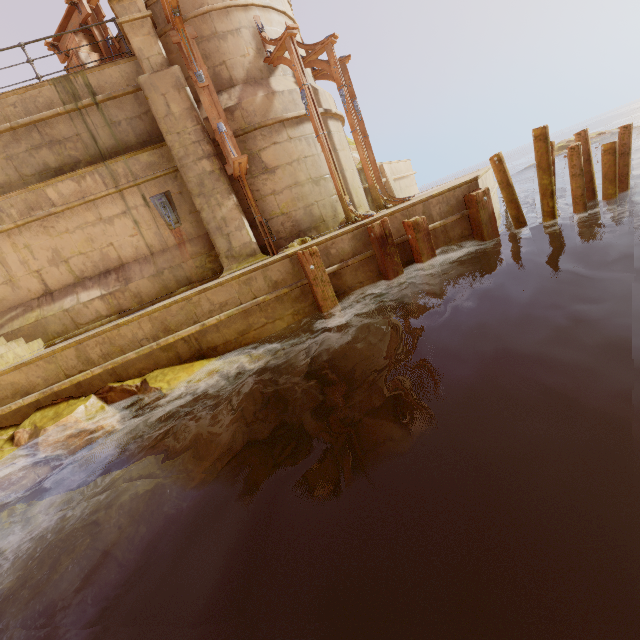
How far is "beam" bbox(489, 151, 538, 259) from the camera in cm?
752

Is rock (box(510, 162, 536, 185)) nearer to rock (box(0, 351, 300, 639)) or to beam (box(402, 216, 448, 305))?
beam (box(402, 216, 448, 305))

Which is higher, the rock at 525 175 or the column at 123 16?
the column at 123 16

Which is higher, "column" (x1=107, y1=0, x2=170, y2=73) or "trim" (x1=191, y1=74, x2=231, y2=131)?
"column" (x1=107, y1=0, x2=170, y2=73)

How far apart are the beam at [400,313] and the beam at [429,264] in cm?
44

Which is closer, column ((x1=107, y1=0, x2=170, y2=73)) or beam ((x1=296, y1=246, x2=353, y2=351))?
beam ((x1=296, y1=246, x2=353, y2=351))

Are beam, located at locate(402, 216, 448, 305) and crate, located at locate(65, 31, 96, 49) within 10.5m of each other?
yes

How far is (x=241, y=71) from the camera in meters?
8.7
